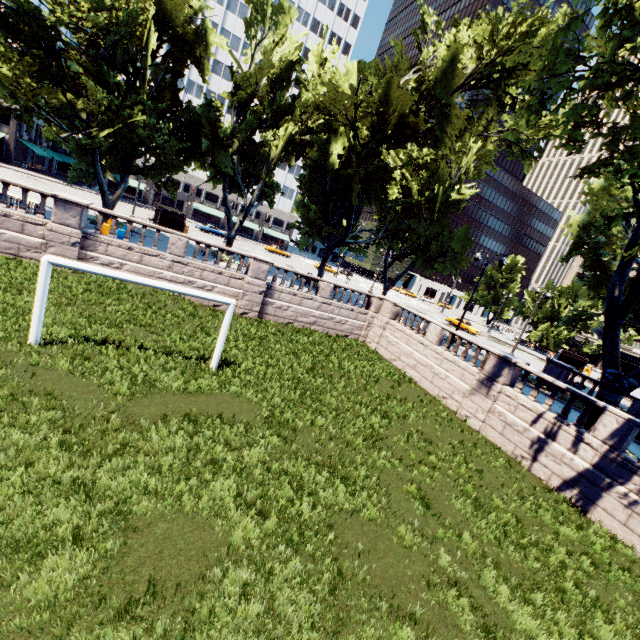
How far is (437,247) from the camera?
31.06m

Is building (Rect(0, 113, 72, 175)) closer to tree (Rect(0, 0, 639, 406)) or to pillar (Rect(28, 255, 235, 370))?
tree (Rect(0, 0, 639, 406))

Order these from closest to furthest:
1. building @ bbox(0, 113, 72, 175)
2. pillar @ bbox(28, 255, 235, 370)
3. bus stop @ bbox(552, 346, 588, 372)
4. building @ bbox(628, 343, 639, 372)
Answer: pillar @ bbox(28, 255, 235, 370) → bus stop @ bbox(552, 346, 588, 372) → building @ bbox(0, 113, 72, 175) → building @ bbox(628, 343, 639, 372)

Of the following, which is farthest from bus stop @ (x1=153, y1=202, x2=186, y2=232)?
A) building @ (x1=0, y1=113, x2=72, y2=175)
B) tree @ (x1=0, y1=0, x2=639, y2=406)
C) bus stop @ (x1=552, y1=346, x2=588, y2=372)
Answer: bus stop @ (x1=552, y1=346, x2=588, y2=372)

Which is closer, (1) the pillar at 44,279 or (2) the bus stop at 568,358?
(1) the pillar at 44,279

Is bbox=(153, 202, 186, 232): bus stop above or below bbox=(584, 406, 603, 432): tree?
below

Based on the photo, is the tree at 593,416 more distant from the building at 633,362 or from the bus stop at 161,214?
the building at 633,362

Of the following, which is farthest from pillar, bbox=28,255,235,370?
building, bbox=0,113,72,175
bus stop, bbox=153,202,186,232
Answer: building, bbox=0,113,72,175
